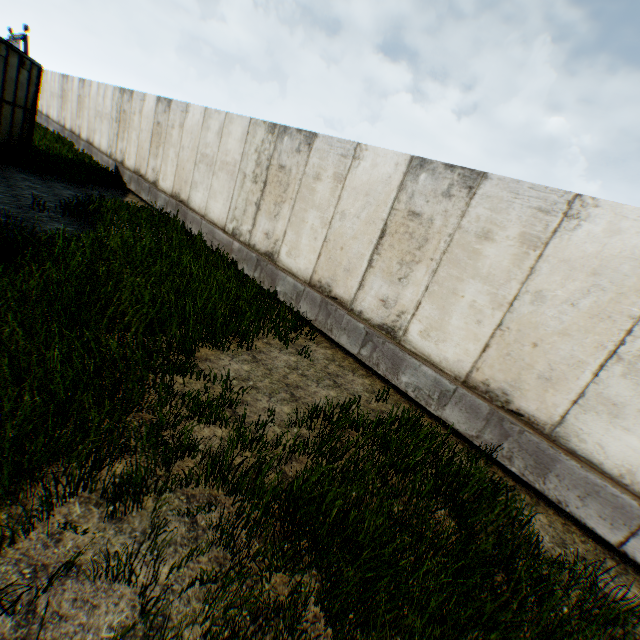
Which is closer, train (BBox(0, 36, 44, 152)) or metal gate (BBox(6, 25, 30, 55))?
train (BBox(0, 36, 44, 152))

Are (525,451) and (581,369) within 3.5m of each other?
yes

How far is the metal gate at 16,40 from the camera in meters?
29.4 m

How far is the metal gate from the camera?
29.42m

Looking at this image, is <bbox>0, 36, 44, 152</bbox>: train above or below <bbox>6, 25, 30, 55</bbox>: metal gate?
below

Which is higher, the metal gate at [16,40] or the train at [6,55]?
the metal gate at [16,40]
